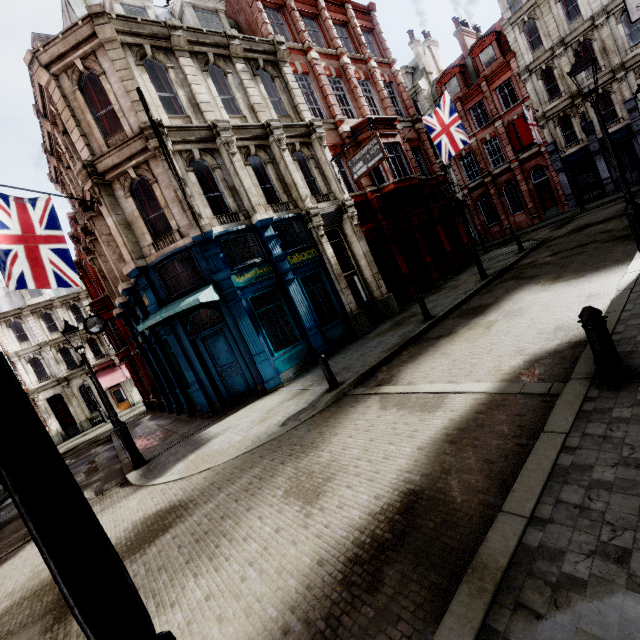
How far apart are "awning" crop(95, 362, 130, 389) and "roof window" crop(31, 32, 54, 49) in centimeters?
2692cm

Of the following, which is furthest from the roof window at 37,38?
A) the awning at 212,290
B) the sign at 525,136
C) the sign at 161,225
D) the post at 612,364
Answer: the sign at 525,136

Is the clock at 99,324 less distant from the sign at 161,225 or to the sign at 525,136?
the sign at 161,225

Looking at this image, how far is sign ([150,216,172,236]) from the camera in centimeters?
1181cm

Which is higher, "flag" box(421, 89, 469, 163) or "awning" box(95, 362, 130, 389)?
"flag" box(421, 89, 469, 163)

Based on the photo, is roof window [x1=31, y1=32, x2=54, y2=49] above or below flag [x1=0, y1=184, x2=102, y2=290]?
above

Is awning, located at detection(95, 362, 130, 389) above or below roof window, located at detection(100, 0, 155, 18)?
below

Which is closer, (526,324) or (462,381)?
(462,381)
